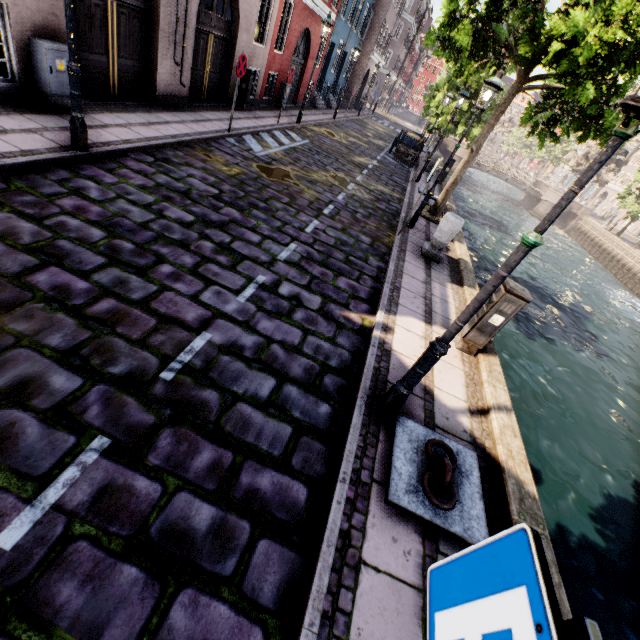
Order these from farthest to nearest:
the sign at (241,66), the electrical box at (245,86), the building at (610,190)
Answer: the building at (610,190), the electrical box at (245,86), the sign at (241,66)

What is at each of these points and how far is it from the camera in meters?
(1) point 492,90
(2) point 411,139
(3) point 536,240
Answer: (1) street light, 7.1
(2) trash bin, 18.7
(3) street light, 2.2

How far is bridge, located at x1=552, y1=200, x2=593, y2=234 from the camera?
38.28m

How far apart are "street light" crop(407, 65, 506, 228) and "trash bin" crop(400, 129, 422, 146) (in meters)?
12.41

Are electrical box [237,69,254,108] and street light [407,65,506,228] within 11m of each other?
yes

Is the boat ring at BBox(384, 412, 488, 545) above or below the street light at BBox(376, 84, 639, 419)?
below

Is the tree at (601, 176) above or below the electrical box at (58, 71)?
above

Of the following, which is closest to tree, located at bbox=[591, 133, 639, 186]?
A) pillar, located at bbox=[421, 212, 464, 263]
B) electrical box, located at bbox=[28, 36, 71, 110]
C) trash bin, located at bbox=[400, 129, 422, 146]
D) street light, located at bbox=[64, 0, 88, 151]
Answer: trash bin, located at bbox=[400, 129, 422, 146]
